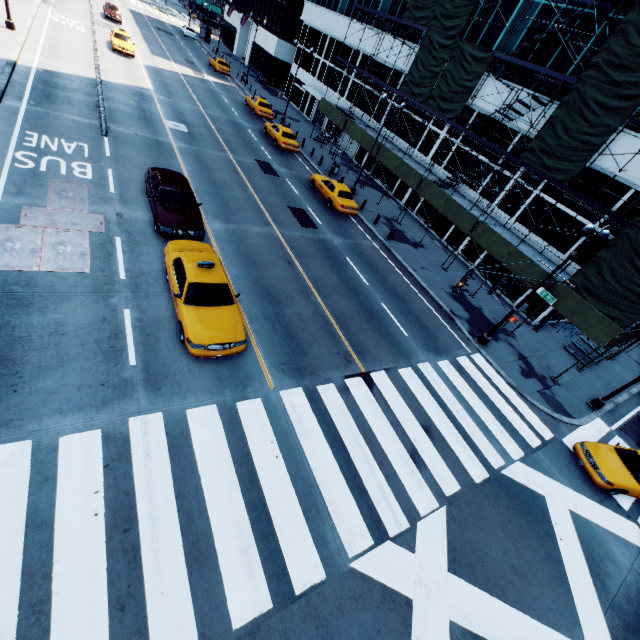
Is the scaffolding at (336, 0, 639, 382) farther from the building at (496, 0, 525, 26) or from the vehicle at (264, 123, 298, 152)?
the vehicle at (264, 123, 298, 152)

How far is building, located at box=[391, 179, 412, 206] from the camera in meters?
30.1 m

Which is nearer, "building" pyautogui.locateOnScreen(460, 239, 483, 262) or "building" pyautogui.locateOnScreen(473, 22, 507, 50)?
"building" pyautogui.locateOnScreen(473, 22, 507, 50)

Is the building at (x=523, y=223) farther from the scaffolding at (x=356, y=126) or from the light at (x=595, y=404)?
the light at (x=595, y=404)

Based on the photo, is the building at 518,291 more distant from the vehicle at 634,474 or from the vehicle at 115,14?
the vehicle at 115,14

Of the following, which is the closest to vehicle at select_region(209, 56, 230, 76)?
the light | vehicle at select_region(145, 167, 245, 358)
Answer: vehicle at select_region(145, 167, 245, 358)

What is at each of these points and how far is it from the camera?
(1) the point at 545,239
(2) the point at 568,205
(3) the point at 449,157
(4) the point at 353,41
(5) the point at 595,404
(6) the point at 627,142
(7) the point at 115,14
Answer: (1) building, 21.09m
(2) building, 20.00m
(3) building, 26.50m
(4) building, 34.84m
(5) light, 16.92m
(6) building, 17.39m
(7) vehicle, 39.69m

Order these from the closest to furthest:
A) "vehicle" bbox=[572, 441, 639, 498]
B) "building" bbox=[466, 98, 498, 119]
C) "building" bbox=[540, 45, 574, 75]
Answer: "vehicle" bbox=[572, 441, 639, 498] → "building" bbox=[540, 45, 574, 75] → "building" bbox=[466, 98, 498, 119]
